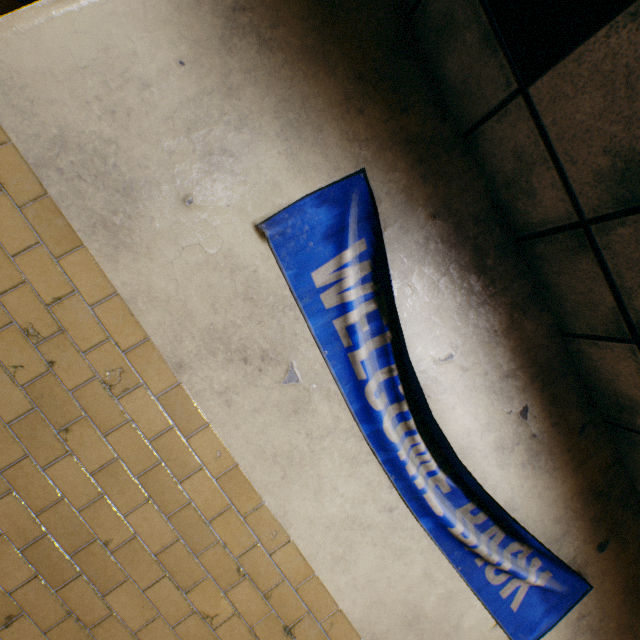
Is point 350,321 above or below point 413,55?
below
